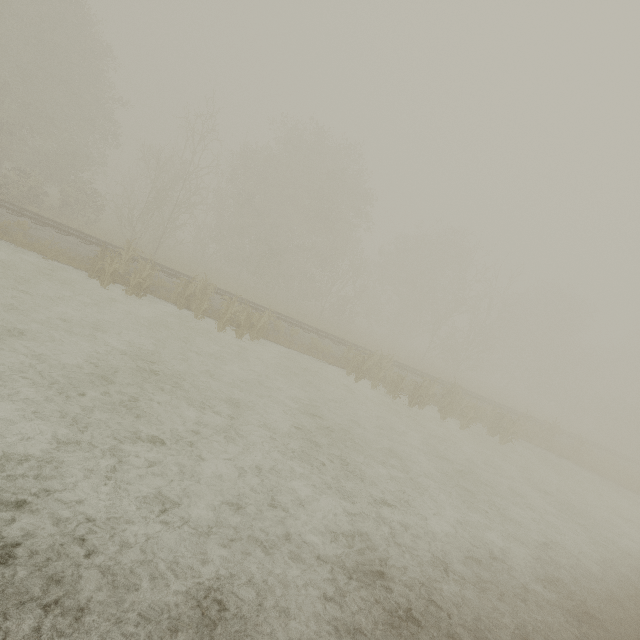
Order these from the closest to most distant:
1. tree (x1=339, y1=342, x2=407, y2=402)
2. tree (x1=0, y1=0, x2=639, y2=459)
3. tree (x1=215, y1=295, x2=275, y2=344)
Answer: tree (x1=215, y1=295, x2=275, y2=344) → tree (x1=339, y1=342, x2=407, y2=402) → tree (x1=0, y1=0, x2=639, y2=459)

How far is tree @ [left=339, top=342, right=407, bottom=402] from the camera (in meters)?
15.72

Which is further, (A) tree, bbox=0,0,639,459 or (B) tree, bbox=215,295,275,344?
(A) tree, bbox=0,0,639,459

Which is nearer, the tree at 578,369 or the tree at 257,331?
the tree at 257,331

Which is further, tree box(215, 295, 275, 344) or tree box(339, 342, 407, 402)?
tree box(339, 342, 407, 402)

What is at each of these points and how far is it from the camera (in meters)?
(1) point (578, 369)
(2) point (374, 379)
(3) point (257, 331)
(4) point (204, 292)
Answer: (1) tree, 50.66
(2) tree, 15.96
(3) tree, 14.68
(4) tree, 15.12

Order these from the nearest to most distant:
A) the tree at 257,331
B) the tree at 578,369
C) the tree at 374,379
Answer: the tree at 257,331, the tree at 374,379, the tree at 578,369
